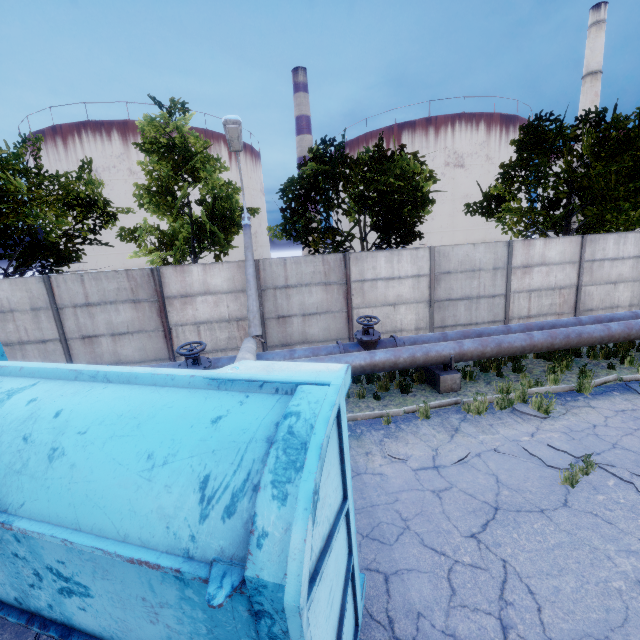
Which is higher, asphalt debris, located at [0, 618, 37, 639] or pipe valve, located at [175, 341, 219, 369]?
pipe valve, located at [175, 341, 219, 369]

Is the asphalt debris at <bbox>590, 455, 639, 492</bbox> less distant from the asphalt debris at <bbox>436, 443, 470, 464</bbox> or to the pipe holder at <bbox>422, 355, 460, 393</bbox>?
the asphalt debris at <bbox>436, 443, 470, 464</bbox>

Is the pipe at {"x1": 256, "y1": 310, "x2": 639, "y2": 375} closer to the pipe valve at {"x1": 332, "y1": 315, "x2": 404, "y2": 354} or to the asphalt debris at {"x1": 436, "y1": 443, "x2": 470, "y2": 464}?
the pipe valve at {"x1": 332, "y1": 315, "x2": 404, "y2": 354}

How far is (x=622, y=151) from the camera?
11.12m

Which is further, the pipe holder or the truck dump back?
the pipe holder

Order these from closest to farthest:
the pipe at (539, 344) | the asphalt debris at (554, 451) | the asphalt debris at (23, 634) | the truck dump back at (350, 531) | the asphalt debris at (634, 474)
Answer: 1. the truck dump back at (350, 531)
2. the asphalt debris at (23, 634)
3. the asphalt debris at (634, 474)
4. the asphalt debris at (554, 451)
5. the pipe at (539, 344)

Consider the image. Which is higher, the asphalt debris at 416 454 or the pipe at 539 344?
the pipe at 539 344

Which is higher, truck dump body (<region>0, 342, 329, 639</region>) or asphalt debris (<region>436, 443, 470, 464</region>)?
truck dump body (<region>0, 342, 329, 639</region>)
